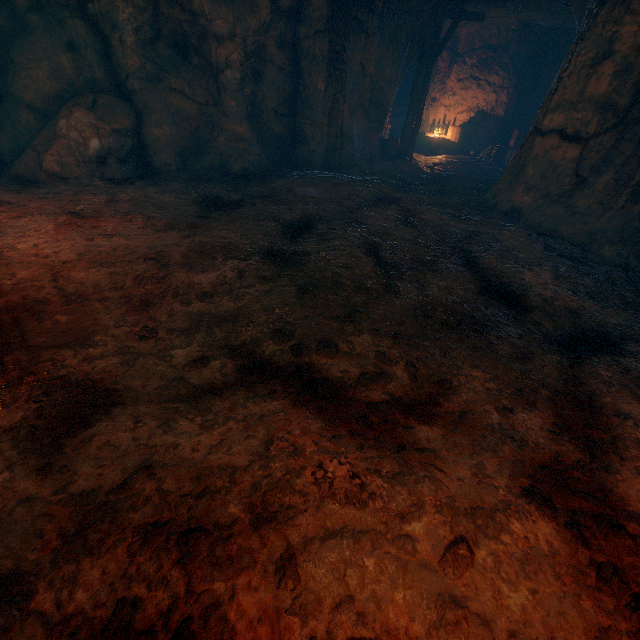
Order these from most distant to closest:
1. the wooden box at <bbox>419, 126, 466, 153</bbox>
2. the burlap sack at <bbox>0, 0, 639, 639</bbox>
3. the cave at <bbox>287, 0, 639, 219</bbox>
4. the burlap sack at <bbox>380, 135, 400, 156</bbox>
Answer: the wooden box at <bbox>419, 126, 466, 153</bbox>, the burlap sack at <bbox>380, 135, 400, 156</bbox>, the cave at <bbox>287, 0, 639, 219</bbox>, the burlap sack at <bbox>0, 0, 639, 639</bbox>

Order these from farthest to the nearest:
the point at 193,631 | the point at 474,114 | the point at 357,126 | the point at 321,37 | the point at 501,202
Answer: the point at 474,114
the point at 357,126
the point at 321,37
the point at 501,202
the point at 193,631

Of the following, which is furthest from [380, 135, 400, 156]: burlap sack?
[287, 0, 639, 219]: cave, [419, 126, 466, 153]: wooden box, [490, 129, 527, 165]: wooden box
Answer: [419, 126, 466, 153]: wooden box

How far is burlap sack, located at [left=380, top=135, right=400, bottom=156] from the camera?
12.1 meters

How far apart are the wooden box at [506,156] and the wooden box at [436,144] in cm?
157

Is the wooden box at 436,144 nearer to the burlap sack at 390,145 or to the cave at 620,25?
the cave at 620,25

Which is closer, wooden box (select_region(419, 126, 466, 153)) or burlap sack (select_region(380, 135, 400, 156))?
burlap sack (select_region(380, 135, 400, 156))

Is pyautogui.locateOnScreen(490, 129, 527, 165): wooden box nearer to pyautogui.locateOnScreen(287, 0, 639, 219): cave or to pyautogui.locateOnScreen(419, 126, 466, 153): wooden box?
pyautogui.locateOnScreen(287, 0, 639, 219): cave
